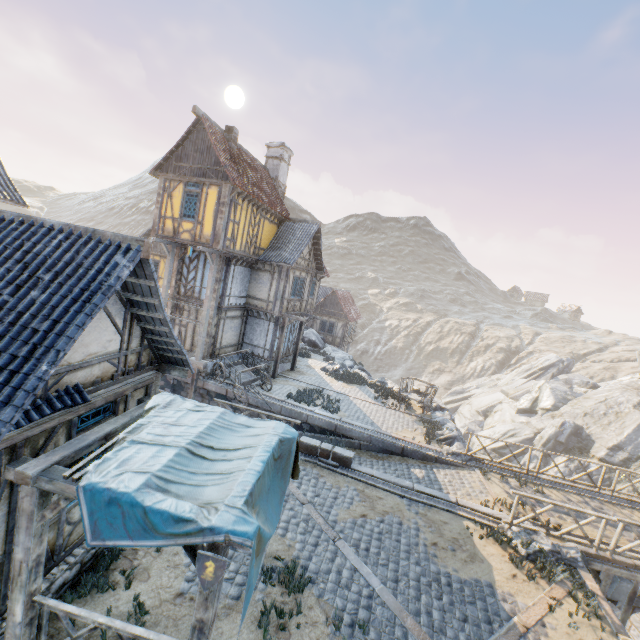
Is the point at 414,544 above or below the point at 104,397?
below

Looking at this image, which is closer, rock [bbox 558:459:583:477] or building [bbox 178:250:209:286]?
building [bbox 178:250:209:286]

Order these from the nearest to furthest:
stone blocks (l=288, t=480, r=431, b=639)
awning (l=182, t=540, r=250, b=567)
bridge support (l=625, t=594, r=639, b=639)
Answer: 1. awning (l=182, t=540, r=250, b=567)
2. stone blocks (l=288, t=480, r=431, b=639)
3. bridge support (l=625, t=594, r=639, b=639)

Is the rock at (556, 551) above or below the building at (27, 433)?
below

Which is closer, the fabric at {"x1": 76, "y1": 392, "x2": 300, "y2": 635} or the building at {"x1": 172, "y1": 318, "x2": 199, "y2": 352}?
the fabric at {"x1": 76, "y1": 392, "x2": 300, "y2": 635}

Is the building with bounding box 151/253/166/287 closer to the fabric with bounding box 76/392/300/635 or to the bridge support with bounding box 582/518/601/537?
the fabric with bounding box 76/392/300/635

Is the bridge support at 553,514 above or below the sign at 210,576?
below

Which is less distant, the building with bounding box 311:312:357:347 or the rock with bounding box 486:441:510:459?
the rock with bounding box 486:441:510:459
